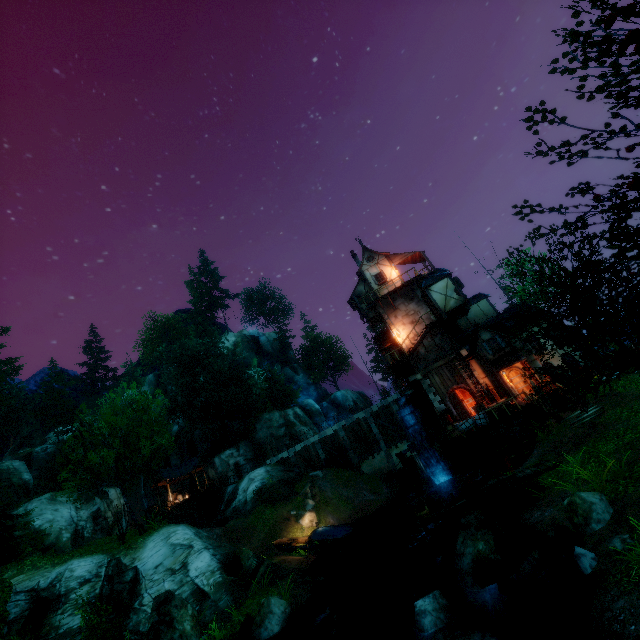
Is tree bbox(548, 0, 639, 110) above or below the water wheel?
above

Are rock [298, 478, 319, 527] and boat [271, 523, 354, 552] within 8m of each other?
yes

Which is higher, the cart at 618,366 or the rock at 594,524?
the cart at 618,366

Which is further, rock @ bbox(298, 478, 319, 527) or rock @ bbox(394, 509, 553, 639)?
rock @ bbox(298, 478, 319, 527)

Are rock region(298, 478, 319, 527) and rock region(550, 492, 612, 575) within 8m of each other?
no

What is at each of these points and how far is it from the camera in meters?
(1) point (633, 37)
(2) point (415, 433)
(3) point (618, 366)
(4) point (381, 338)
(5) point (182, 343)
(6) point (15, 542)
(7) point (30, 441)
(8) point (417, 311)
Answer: (1) tree, 3.4 m
(2) water wheel, 26.3 m
(3) cart, 19.8 m
(4) building, 30.9 m
(5) tree, 46.4 m
(6) tree, 21.5 m
(7) rock, 54.4 m
(8) tower, 28.8 m

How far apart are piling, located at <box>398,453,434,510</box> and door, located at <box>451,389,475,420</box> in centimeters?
560cm

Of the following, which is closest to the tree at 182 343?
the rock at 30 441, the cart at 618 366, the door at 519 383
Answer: the rock at 30 441
